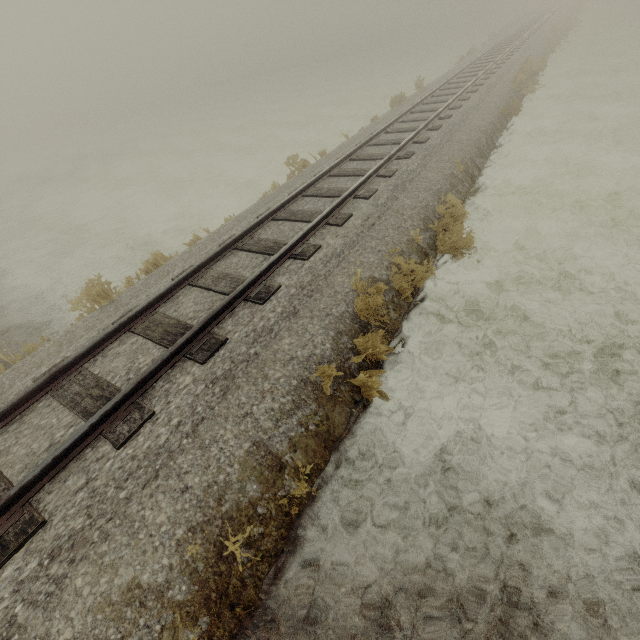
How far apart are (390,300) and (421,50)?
53.82m
